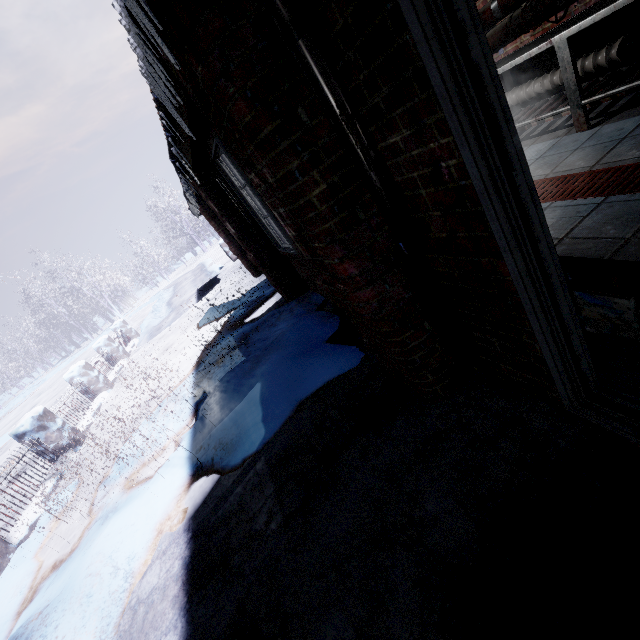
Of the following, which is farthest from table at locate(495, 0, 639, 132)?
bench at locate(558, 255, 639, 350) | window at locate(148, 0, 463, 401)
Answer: window at locate(148, 0, 463, 401)

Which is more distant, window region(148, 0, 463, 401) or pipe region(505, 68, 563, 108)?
pipe region(505, 68, 563, 108)

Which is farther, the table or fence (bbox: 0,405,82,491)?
fence (bbox: 0,405,82,491)

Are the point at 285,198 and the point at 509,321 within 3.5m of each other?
yes

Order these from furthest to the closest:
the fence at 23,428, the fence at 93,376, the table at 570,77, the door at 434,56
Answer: the fence at 93,376
the fence at 23,428
the table at 570,77
the door at 434,56

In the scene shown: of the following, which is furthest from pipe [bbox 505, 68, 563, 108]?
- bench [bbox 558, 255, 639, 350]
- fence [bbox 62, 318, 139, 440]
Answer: fence [bbox 62, 318, 139, 440]

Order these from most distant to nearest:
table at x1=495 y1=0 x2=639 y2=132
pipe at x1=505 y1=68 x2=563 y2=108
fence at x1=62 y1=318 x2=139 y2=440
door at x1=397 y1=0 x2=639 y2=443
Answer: fence at x1=62 y1=318 x2=139 y2=440, pipe at x1=505 y1=68 x2=563 y2=108, table at x1=495 y1=0 x2=639 y2=132, door at x1=397 y1=0 x2=639 y2=443

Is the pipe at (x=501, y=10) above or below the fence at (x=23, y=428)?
above
